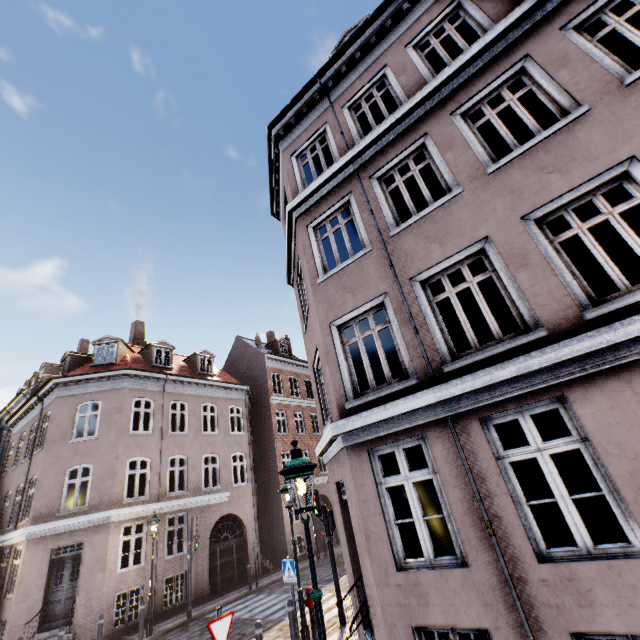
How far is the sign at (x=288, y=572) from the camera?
8.56m

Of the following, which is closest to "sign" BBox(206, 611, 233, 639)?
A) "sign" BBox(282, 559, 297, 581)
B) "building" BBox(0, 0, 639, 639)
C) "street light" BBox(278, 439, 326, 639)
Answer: "building" BBox(0, 0, 639, 639)

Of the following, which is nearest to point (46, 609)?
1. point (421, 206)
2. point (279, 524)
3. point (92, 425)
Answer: point (279, 524)

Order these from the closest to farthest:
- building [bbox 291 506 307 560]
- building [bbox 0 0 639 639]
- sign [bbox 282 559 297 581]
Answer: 1. building [bbox 0 0 639 639]
2. sign [bbox 282 559 297 581]
3. building [bbox 291 506 307 560]

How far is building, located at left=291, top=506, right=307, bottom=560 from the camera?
20.5 meters

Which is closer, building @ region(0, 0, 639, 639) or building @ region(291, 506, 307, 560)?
building @ region(0, 0, 639, 639)

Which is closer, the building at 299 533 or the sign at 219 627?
the sign at 219 627

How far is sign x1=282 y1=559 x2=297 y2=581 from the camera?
8.6 meters
